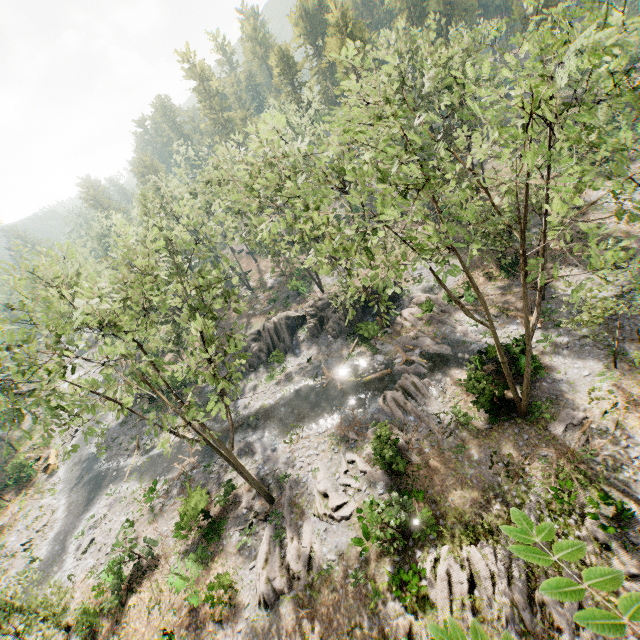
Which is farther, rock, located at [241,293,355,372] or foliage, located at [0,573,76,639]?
rock, located at [241,293,355,372]

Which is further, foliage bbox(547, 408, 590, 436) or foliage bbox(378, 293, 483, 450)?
foliage bbox(378, 293, 483, 450)

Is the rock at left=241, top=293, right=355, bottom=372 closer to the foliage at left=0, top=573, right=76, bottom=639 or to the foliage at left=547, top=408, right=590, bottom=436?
the foliage at left=0, top=573, right=76, bottom=639

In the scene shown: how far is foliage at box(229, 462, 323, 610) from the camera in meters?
16.9 m

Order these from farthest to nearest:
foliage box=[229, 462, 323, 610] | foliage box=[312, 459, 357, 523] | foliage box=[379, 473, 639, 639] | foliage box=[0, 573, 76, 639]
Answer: foliage box=[312, 459, 357, 523] < foliage box=[229, 462, 323, 610] < foliage box=[0, 573, 76, 639] < foliage box=[379, 473, 639, 639]

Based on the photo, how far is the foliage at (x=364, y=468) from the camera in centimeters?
1914cm

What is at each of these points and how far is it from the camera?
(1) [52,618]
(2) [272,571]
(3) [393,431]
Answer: (1) foliage, 15.0m
(2) foliage, 17.5m
(3) foliage, 21.4m

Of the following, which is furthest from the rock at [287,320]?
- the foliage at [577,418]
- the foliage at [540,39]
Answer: the foliage at [577,418]
